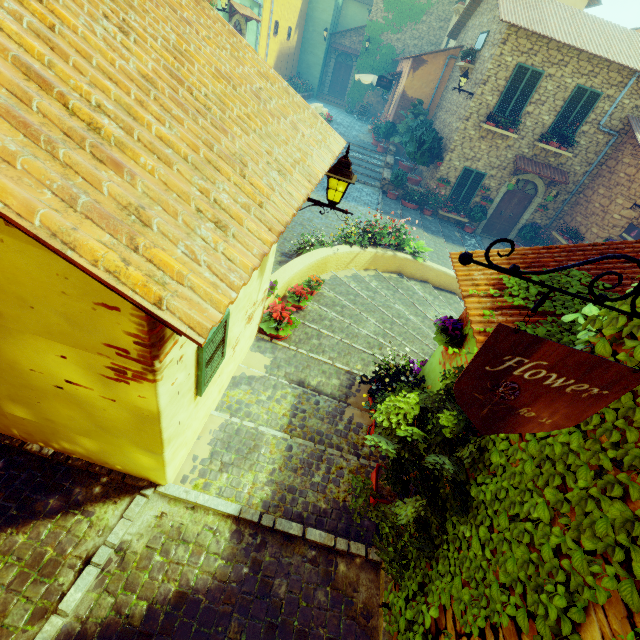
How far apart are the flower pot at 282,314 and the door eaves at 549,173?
13.33m

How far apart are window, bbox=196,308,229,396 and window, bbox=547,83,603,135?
16.3m

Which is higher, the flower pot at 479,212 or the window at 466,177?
the window at 466,177

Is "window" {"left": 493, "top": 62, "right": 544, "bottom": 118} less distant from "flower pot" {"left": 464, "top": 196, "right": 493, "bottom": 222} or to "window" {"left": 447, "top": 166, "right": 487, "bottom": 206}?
"window" {"left": 447, "top": 166, "right": 487, "bottom": 206}

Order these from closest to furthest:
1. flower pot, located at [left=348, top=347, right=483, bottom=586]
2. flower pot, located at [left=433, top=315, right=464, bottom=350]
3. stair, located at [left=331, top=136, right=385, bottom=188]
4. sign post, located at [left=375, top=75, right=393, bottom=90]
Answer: flower pot, located at [left=348, top=347, right=483, bottom=586], flower pot, located at [left=433, top=315, right=464, bottom=350], stair, located at [left=331, top=136, right=385, bottom=188], sign post, located at [left=375, top=75, right=393, bottom=90]

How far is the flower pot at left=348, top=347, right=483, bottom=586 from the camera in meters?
2.4

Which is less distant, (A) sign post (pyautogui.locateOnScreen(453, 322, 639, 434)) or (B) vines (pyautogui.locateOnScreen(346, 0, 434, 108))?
(A) sign post (pyautogui.locateOnScreen(453, 322, 639, 434))

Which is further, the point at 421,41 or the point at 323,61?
the point at 323,61
